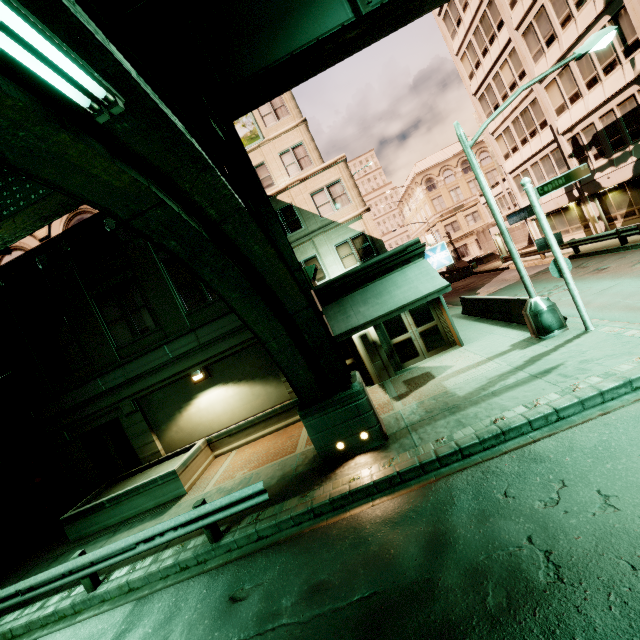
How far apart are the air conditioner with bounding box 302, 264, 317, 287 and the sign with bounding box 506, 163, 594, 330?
7.4m

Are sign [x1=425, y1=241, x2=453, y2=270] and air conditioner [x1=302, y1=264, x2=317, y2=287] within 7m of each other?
yes

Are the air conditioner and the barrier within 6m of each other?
no

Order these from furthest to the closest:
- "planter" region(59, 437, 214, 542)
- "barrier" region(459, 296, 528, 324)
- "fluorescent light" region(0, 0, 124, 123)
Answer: "barrier" region(459, 296, 528, 324)
"planter" region(59, 437, 214, 542)
"fluorescent light" region(0, 0, 124, 123)

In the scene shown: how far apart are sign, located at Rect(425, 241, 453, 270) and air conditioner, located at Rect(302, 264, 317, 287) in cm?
452

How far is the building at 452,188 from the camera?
49.2m

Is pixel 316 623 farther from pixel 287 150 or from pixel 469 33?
A: pixel 469 33

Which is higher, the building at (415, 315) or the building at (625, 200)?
the building at (625, 200)
